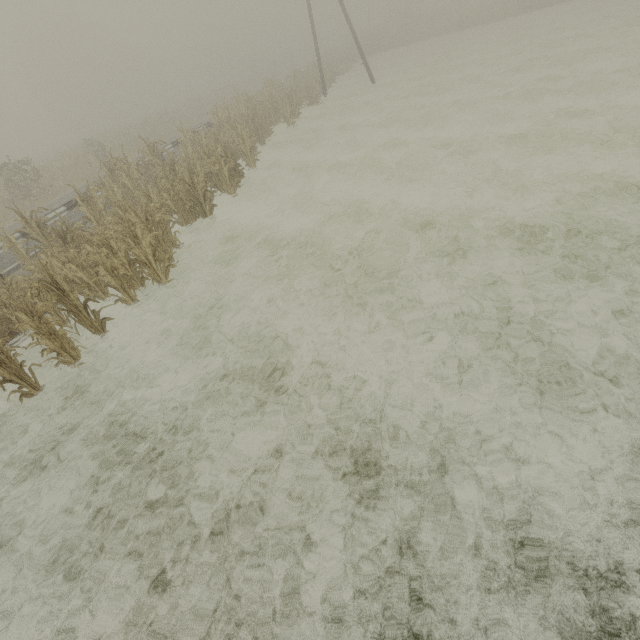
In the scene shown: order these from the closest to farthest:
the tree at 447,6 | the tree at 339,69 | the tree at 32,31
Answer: the tree at 32,31 → the tree at 339,69 → the tree at 447,6

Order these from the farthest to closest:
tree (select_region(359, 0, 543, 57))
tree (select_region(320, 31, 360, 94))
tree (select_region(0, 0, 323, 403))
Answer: tree (select_region(359, 0, 543, 57)), tree (select_region(320, 31, 360, 94)), tree (select_region(0, 0, 323, 403))

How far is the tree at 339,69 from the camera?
29.5 meters

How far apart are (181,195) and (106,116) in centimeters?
6698cm

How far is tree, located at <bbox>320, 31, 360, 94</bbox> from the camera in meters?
29.5

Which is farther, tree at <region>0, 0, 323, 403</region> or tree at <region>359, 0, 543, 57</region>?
tree at <region>359, 0, 543, 57</region>

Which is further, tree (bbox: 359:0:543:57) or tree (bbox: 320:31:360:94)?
tree (bbox: 359:0:543:57)
